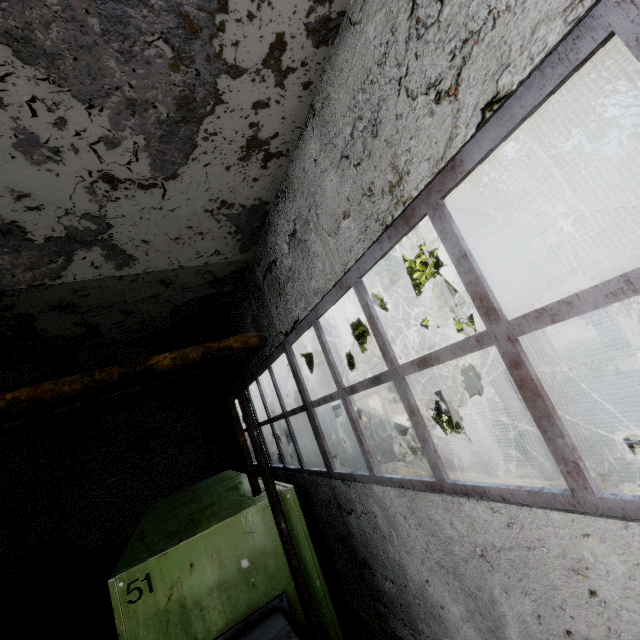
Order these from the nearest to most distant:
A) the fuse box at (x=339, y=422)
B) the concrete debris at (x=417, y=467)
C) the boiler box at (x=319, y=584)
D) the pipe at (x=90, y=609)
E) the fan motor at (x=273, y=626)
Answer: the fan motor at (x=273, y=626) → the boiler box at (x=319, y=584) → the pipe at (x=90, y=609) → the concrete debris at (x=417, y=467) → the fuse box at (x=339, y=422)

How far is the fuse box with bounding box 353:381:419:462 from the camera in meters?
15.8

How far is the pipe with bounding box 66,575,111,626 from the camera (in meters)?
8.78

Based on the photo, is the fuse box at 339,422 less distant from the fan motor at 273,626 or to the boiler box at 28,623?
the boiler box at 28,623

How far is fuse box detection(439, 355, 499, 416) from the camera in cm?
1902

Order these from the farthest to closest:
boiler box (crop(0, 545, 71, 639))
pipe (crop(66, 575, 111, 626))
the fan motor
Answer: pipe (crop(66, 575, 111, 626)) < boiler box (crop(0, 545, 71, 639)) < the fan motor

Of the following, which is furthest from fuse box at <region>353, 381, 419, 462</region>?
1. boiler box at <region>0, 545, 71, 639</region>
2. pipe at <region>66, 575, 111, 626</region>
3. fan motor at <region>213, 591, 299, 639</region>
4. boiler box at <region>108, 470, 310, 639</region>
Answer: fan motor at <region>213, 591, 299, 639</region>

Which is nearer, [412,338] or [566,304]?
[566,304]
